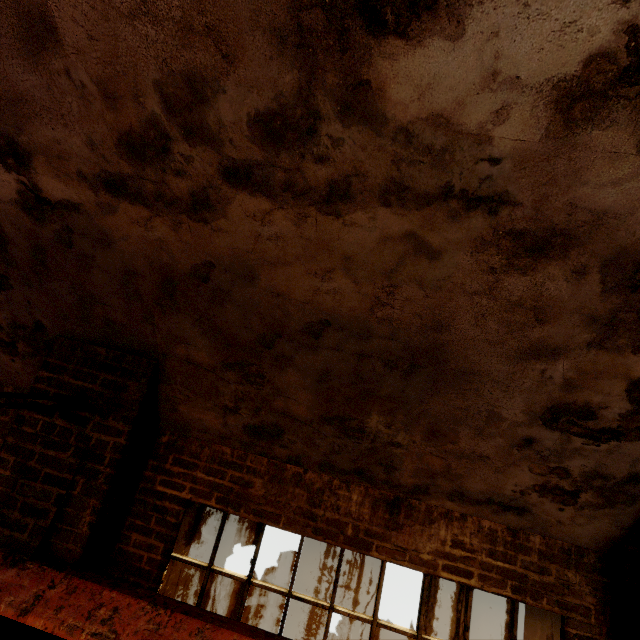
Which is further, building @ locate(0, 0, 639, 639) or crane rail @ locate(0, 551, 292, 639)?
crane rail @ locate(0, 551, 292, 639)

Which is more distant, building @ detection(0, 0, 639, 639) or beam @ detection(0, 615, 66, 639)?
beam @ detection(0, 615, 66, 639)

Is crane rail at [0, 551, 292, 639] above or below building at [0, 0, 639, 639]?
below

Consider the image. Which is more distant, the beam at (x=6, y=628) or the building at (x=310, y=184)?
the beam at (x=6, y=628)

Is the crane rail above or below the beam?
above

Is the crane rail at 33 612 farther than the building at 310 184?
Yes

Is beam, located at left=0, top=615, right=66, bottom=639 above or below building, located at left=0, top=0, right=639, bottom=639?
below

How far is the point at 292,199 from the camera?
1.8m
